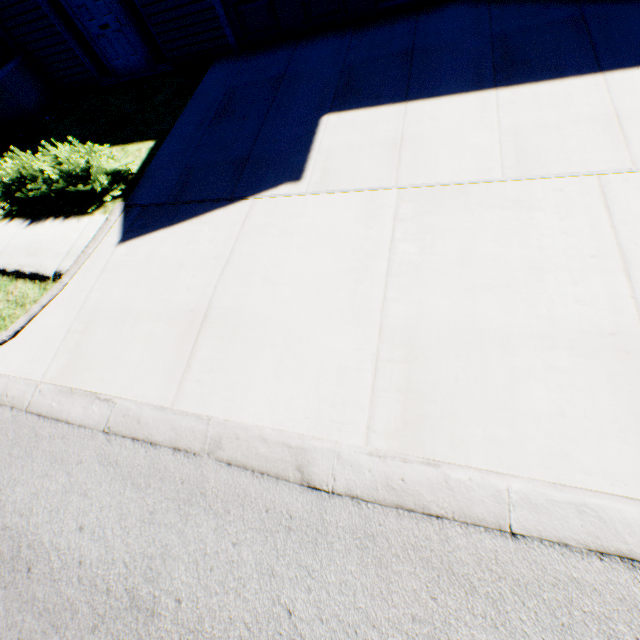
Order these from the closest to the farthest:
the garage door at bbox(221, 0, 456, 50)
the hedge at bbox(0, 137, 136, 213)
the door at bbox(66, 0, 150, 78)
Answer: the hedge at bbox(0, 137, 136, 213)
the garage door at bbox(221, 0, 456, 50)
the door at bbox(66, 0, 150, 78)

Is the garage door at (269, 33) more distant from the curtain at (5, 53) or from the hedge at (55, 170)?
the curtain at (5, 53)

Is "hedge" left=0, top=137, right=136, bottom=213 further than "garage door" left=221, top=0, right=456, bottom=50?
No

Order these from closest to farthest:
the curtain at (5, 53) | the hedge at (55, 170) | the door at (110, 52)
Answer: the hedge at (55, 170)
the door at (110, 52)
the curtain at (5, 53)

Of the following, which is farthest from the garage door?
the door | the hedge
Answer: the hedge

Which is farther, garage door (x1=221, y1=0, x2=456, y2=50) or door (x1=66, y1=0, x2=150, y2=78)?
door (x1=66, y1=0, x2=150, y2=78)

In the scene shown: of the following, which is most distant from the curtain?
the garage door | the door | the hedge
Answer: the garage door

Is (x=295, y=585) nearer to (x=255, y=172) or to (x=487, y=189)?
(x=487, y=189)
